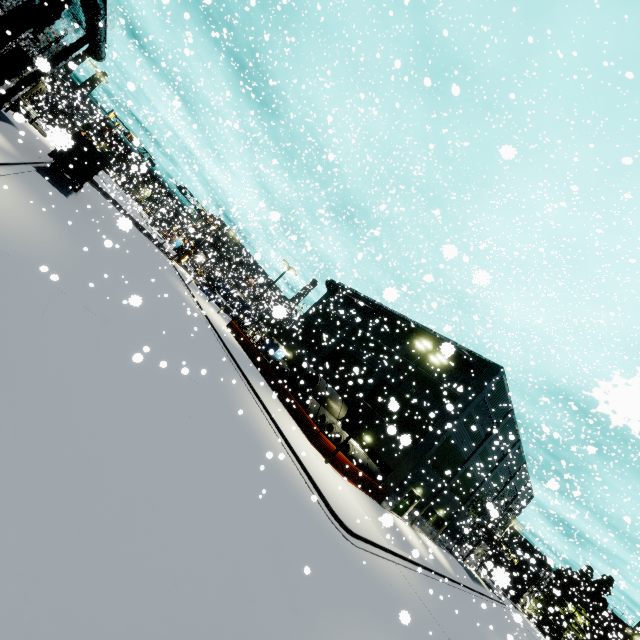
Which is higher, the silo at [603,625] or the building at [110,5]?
the building at [110,5]

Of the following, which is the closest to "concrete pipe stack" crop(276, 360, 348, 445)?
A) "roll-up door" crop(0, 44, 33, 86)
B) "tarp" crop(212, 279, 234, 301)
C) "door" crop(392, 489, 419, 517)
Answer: "door" crop(392, 489, 419, 517)

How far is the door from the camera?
27.59m

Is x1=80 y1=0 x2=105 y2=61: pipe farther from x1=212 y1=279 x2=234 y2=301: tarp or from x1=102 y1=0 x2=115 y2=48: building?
x1=212 y1=279 x2=234 y2=301: tarp

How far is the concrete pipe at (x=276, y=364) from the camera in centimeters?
3199cm

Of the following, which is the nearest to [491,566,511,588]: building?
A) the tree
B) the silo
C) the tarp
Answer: the tree

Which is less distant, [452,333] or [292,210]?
[292,210]

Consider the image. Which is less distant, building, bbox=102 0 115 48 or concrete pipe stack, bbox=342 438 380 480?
building, bbox=102 0 115 48
